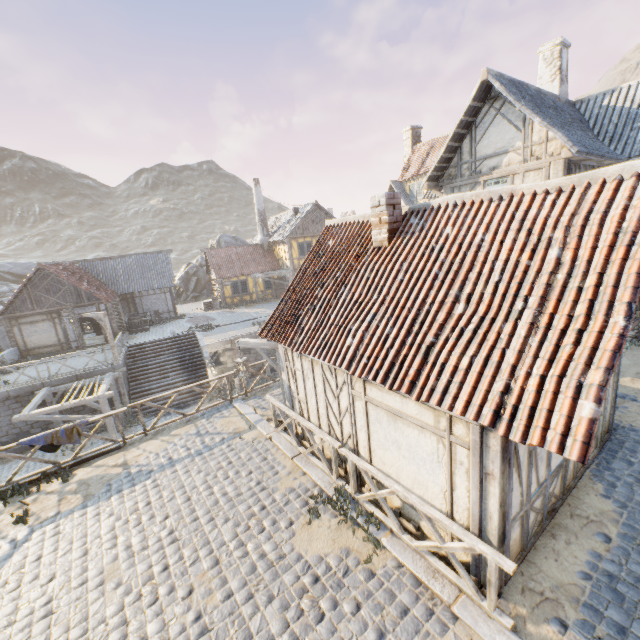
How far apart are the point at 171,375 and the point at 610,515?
21.06m

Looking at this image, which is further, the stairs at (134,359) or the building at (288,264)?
the building at (288,264)

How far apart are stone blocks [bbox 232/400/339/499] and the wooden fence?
0.02m

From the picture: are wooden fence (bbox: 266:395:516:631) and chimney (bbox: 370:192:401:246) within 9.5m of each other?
yes

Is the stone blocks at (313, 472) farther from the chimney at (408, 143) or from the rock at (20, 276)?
the chimney at (408, 143)

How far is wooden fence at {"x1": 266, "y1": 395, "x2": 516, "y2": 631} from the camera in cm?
439

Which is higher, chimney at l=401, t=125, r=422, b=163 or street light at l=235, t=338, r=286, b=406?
chimney at l=401, t=125, r=422, b=163

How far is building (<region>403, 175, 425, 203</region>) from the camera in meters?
28.2 m
